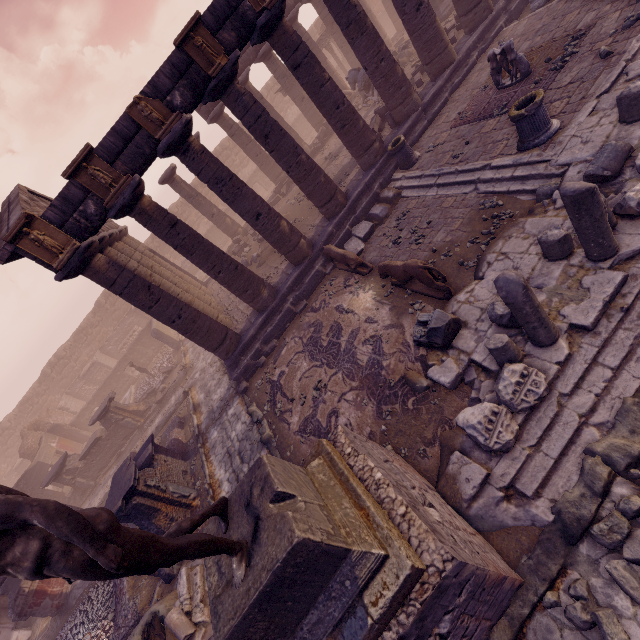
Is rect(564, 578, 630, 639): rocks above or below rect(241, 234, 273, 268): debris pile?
below

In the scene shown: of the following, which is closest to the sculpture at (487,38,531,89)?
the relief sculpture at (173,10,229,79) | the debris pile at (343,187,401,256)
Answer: the debris pile at (343,187,401,256)

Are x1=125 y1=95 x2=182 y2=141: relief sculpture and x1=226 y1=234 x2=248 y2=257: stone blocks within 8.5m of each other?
no

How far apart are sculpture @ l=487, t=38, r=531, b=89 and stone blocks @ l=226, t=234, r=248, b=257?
13.3 meters

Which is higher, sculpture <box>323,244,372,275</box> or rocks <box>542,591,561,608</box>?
sculpture <box>323,244,372,275</box>

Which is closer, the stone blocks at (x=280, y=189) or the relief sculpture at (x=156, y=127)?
the relief sculpture at (x=156, y=127)

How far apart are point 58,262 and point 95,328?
26.19m

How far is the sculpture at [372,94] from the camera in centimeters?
1563cm
